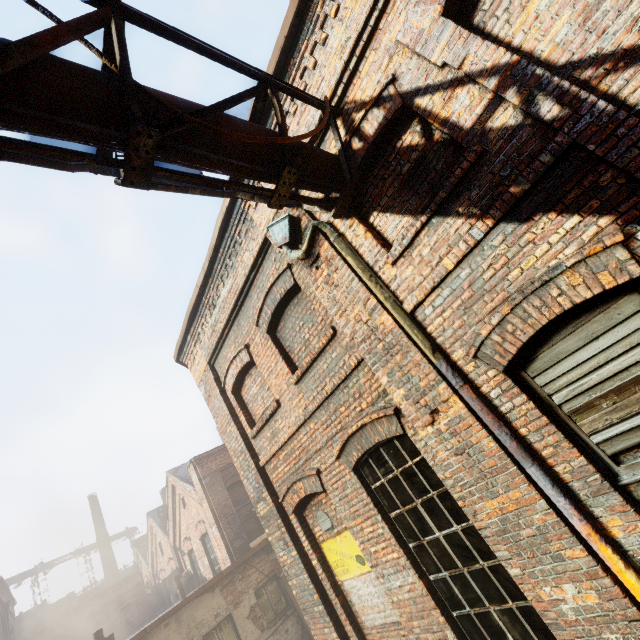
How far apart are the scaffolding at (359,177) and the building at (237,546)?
15.3 meters

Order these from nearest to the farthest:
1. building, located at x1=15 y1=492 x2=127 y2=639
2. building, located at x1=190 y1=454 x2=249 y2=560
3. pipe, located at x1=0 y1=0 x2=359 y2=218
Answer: pipe, located at x1=0 y1=0 x2=359 y2=218 → building, located at x1=190 y1=454 x2=249 y2=560 → building, located at x1=15 y1=492 x2=127 y2=639

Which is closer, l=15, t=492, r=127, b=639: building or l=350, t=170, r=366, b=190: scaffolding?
l=350, t=170, r=366, b=190: scaffolding

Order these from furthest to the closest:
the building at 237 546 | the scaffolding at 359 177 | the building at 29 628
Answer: the building at 29 628
the building at 237 546
the scaffolding at 359 177

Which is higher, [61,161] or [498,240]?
[61,161]

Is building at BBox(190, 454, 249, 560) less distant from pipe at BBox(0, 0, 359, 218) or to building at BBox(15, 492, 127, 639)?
pipe at BBox(0, 0, 359, 218)

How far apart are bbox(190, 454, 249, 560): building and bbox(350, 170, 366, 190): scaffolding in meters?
15.3 m

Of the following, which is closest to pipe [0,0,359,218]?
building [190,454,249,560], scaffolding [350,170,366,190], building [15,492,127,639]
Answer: scaffolding [350,170,366,190]
